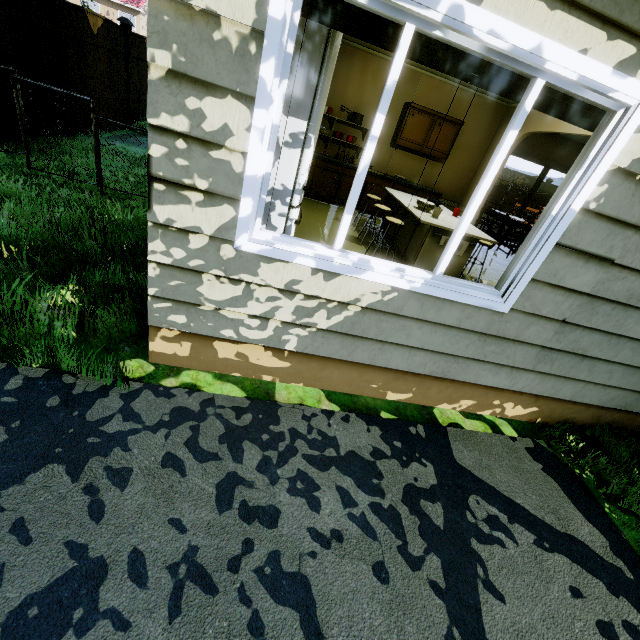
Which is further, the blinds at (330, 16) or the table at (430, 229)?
the table at (430, 229)

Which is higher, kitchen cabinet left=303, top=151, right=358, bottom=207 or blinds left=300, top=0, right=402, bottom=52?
blinds left=300, top=0, right=402, bottom=52

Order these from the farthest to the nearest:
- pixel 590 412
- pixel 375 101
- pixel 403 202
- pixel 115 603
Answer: pixel 375 101
pixel 403 202
pixel 590 412
pixel 115 603

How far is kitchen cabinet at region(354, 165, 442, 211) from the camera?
6.8 meters

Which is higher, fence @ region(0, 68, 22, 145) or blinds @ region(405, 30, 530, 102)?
blinds @ region(405, 30, 530, 102)

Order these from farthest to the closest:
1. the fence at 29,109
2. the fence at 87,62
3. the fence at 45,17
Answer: the fence at 87,62 → the fence at 29,109 → the fence at 45,17

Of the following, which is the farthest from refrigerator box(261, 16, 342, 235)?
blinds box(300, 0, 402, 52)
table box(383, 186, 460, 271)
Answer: table box(383, 186, 460, 271)

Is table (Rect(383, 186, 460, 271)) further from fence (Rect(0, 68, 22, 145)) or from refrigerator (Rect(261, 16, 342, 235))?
fence (Rect(0, 68, 22, 145))
